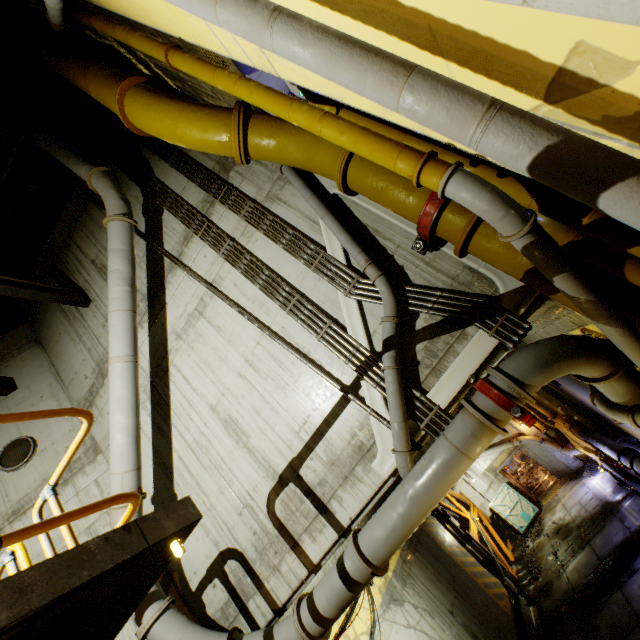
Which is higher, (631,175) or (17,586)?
(17,586)

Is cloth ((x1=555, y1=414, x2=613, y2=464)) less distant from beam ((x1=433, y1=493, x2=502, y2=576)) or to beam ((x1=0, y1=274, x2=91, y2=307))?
beam ((x1=433, y1=493, x2=502, y2=576))

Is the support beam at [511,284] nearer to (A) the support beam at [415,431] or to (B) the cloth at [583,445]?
(A) the support beam at [415,431]

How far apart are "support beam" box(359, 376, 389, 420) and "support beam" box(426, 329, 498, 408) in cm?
18

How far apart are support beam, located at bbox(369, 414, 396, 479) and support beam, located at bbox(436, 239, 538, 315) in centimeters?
190cm

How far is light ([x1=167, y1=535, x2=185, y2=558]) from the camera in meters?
2.5 m

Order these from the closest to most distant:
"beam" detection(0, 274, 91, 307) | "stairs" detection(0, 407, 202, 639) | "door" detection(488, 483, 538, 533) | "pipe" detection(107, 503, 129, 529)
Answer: "stairs" detection(0, 407, 202, 639) → "pipe" detection(107, 503, 129, 529) → "beam" detection(0, 274, 91, 307) → "door" detection(488, 483, 538, 533)

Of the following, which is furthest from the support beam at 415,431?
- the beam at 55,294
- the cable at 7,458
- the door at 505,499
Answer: the door at 505,499
